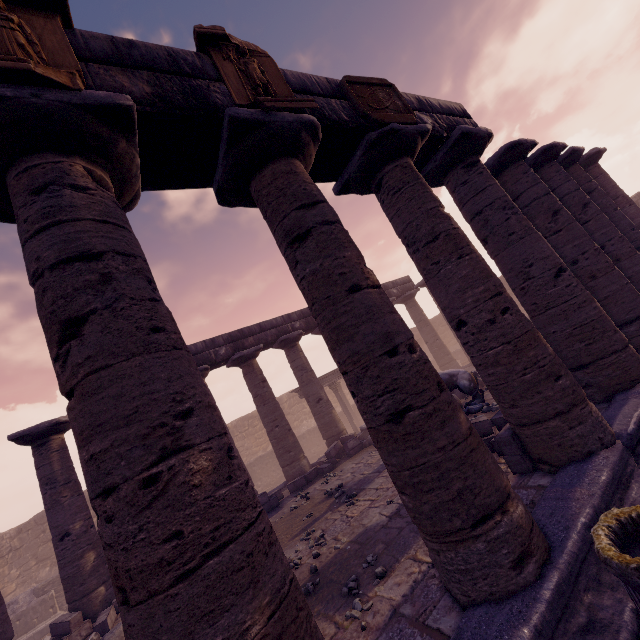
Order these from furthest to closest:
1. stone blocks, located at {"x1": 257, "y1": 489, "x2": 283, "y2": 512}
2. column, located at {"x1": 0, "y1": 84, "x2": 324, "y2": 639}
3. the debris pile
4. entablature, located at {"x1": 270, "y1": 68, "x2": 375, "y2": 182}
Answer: stone blocks, located at {"x1": 257, "y1": 489, "x2": 283, "y2": 512} → the debris pile → entablature, located at {"x1": 270, "y1": 68, "x2": 375, "y2": 182} → column, located at {"x1": 0, "y1": 84, "x2": 324, "y2": 639}

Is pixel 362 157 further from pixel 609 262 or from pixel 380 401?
pixel 609 262

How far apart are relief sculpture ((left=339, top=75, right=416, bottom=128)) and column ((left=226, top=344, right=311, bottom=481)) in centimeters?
1011cm

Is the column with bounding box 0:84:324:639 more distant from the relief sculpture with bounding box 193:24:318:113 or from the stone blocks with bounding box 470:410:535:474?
the stone blocks with bounding box 470:410:535:474

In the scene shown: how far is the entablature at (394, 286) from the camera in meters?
19.0 m

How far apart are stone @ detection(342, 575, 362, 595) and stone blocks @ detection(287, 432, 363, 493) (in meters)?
7.38

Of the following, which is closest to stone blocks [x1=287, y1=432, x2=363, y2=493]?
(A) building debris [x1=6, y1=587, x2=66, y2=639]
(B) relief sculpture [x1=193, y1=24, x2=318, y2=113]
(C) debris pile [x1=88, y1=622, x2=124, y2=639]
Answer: (C) debris pile [x1=88, y1=622, x2=124, y2=639]

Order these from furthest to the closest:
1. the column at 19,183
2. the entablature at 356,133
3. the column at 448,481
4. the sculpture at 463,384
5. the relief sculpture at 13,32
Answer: the sculpture at 463,384
the entablature at 356,133
the column at 448,481
the relief sculpture at 13,32
the column at 19,183
